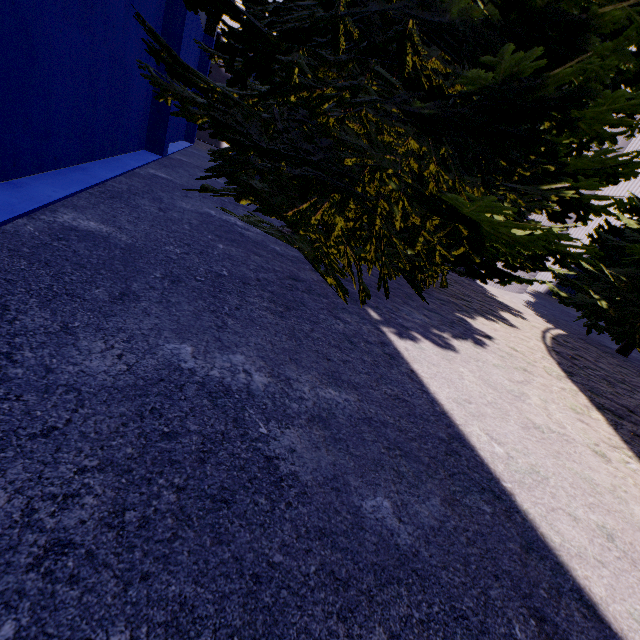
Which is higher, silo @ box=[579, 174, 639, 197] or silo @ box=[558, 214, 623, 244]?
silo @ box=[579, 174, 639, 197]

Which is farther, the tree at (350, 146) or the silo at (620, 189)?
the silo at (620, 189)

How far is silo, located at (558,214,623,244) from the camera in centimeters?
1966cm

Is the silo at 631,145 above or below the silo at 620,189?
above

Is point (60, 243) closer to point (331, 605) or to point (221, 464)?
point (221, 464)

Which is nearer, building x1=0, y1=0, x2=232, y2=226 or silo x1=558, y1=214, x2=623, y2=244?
building x1=0, y1=0, x2=232, y2=226

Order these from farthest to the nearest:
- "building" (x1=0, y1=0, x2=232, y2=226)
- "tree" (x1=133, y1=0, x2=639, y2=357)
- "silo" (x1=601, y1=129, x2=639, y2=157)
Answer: "silo" (x1=601, y1=129, x2=639, y2=157) < "building" (x1=0, y1=0, x2=232, y2=226) < "tree" (x1=133, y1=0, x2=639, y2=357)

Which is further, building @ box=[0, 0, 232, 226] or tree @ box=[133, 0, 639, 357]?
building @ box=[0, 0, 232, 226]
